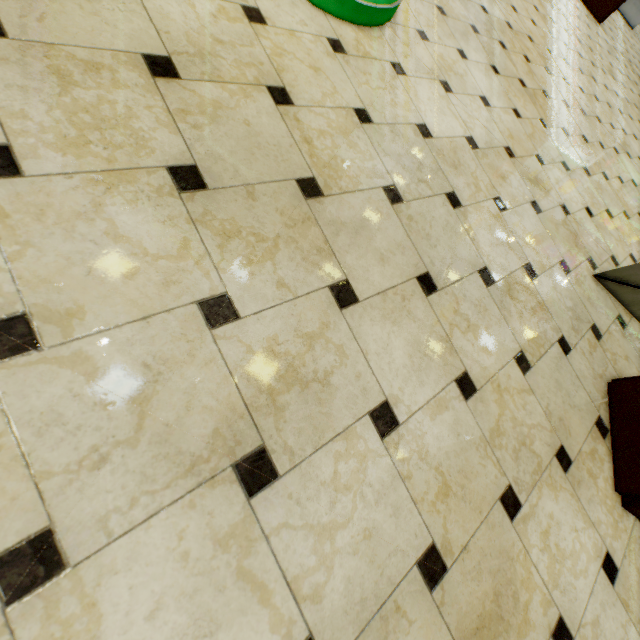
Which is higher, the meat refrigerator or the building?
the meat refrigerator

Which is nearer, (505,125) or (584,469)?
(584,469)

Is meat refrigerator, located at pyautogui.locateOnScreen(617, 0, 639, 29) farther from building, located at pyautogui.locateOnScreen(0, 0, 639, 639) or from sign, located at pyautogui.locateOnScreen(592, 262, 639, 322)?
sign, located at pyautogui.locateOnScreen(592, 262, 639, 322)

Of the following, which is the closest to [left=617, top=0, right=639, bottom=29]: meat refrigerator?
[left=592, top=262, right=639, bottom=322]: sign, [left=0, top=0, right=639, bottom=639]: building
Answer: [left=0, top=0, right=639, bottom=639]: building

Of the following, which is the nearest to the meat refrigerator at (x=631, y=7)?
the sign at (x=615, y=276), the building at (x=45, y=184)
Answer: the building at (x=45, y=184)

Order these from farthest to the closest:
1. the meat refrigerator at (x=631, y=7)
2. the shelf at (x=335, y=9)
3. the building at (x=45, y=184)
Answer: the meat refrigerator at (x=631, y=7) < the shelf at (x=335, y=9) < the building at (x=45, y=184)

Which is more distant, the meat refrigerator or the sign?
the meat refrigerator

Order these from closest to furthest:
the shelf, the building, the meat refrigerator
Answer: the building < the shelf < the meat refrigerator
